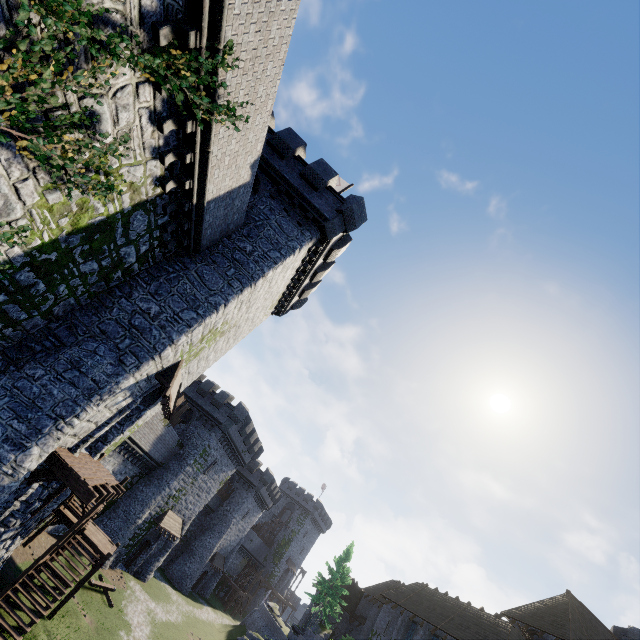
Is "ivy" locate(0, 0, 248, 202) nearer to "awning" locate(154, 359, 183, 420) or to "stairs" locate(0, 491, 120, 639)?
"awning" locate(154, 359, 183, 420)

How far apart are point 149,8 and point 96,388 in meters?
9.9

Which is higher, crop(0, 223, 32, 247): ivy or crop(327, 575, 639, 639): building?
crop(327, 575, 639, 639): building

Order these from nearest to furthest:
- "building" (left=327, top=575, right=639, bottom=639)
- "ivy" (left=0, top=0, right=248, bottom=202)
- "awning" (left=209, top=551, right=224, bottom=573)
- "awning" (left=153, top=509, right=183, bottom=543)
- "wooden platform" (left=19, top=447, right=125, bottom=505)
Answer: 1. "ivy" (left=0, top=0, right=248, bottom=202)
2. "wooden platform" (left=19, top=447, right=125, bottom=505)
3. "building" (left=327, top=575, right=639, bottom=639)
4. "awning" (left=153, top=509, right=183, bottom=543)
5. "awning" (left=209, top=551, right=224, bottom=573)

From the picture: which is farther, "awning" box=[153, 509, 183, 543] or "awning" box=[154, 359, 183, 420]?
"awning" box=[153, 509, 183, 543]

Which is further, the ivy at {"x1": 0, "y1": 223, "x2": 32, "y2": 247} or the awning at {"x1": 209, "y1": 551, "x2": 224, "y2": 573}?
the awning at {"x1": 209, "y1": 551, "x2": 224, "y2": 573}

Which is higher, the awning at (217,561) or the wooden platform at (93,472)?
the wooden platform at (93,472)

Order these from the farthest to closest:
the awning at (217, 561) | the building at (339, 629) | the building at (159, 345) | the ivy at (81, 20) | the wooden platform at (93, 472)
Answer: the awning at (217, 561), the building at (339, 629), the building at (159, 345), the wooden platform at (93, 472), the ivy at (81, 20)
